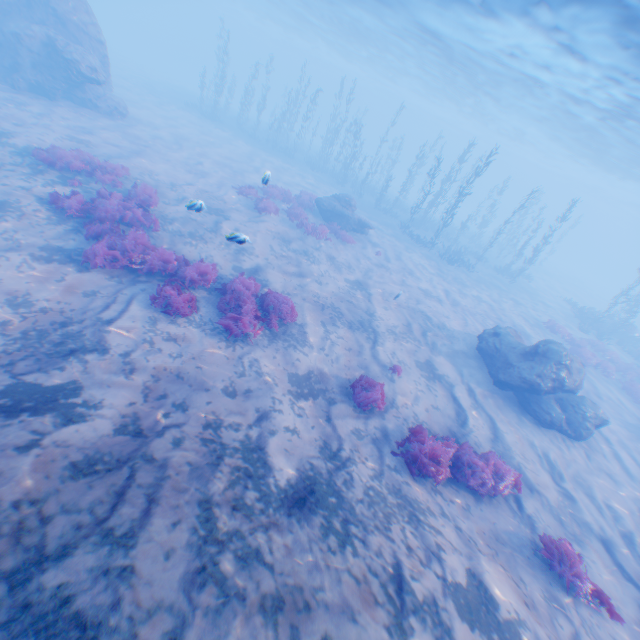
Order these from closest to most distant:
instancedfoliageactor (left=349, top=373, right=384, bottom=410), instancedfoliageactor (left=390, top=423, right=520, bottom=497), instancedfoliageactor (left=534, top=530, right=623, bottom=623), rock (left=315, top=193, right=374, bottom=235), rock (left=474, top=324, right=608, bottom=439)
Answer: instancedfoliageactor (left=534, top=530, right=623, bottom=623) → instancedfoliageactor (left=390, top=423, right=520, bottom=497) → instancedfoliageactor (left=349, top=373, right=384, bottom=410) → rock (left=474, top=324, right=608, bottom=439) → rock (left=315, top=193, right=374, bottom=235)

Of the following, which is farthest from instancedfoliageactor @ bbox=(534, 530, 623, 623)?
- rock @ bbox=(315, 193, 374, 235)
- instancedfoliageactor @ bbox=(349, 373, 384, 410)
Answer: rock @ bbox=(315, 193, 374, 235)

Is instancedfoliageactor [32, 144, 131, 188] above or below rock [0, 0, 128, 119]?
below

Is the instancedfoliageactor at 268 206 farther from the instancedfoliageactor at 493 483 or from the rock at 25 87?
the instancedfoliageactor at 493 483

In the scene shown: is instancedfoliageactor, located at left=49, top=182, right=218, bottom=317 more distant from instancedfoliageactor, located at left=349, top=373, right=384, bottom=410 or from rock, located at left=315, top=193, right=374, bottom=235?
rock, located at left=315, top=193, right=374, bottom=235

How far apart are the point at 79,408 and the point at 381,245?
19.61m

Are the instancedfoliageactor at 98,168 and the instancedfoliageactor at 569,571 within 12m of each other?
no

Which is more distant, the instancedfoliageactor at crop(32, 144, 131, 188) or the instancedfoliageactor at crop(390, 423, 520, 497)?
the instancedfoliageactor at crop(32, 144, 131, 188)
